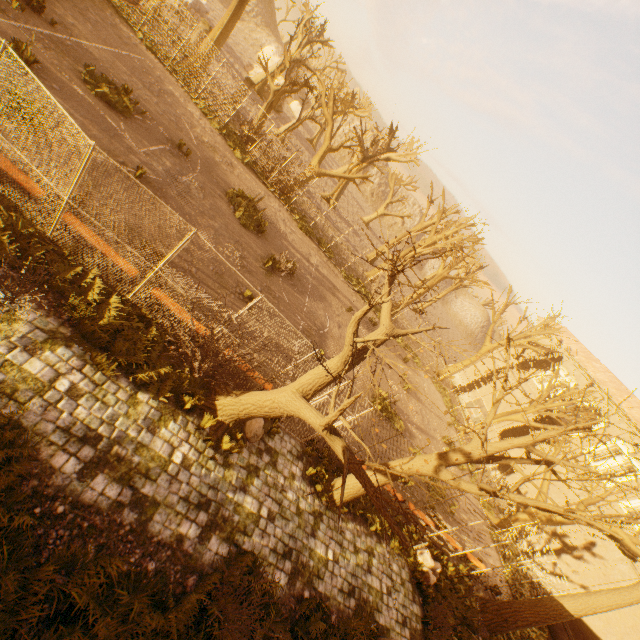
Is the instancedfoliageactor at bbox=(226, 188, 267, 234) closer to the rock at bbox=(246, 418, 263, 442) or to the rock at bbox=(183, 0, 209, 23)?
the rock at bbox=(246, 418, 263, 442)

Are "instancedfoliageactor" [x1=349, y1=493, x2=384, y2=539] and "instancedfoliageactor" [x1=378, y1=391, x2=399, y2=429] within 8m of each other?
yes

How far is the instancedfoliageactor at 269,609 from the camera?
6.54m

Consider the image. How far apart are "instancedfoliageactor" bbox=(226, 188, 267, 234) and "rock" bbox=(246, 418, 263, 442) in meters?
10.2 m

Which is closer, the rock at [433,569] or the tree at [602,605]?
the rock at [433,569]

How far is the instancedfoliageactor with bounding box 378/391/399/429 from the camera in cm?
1659

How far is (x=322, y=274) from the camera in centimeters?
2105cm

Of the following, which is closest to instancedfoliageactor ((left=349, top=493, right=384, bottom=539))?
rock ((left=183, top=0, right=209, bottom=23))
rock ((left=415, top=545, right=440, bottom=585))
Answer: rock ((left=415, top=545, right=440, bottom=585))
